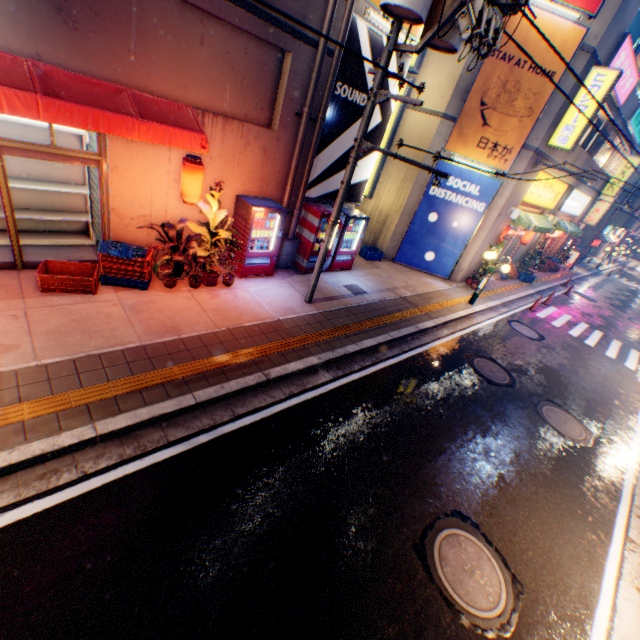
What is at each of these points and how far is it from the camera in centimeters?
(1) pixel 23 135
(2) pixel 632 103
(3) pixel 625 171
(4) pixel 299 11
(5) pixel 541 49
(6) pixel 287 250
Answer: (1) metal shelf, 679cm
(2) building, 1585cm
(3) sign, 2119cm
(4) building, 700cm
(5) billboard, 1042cm
(6) ventilation tube, 1020cm

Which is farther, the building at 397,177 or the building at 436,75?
the building at 397,177

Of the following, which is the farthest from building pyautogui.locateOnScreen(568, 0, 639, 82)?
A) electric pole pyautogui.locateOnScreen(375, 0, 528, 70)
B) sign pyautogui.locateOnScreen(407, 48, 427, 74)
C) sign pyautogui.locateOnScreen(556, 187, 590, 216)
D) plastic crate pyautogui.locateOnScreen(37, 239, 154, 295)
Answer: plastic crate pyautogui.locateOnScreen(37, 239, 154, 295)

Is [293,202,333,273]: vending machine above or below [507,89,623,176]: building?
below

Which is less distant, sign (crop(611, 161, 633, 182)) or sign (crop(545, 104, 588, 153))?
sign (crop(545, 104, 588, 153))

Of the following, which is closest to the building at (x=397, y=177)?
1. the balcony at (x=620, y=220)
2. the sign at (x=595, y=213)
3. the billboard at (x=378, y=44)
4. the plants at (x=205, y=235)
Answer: the billboard at (x=378, y=44)

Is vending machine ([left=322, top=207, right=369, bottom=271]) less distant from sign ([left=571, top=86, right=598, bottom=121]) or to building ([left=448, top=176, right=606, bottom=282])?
building ([left=448, top=176, right=606, bottom=282])

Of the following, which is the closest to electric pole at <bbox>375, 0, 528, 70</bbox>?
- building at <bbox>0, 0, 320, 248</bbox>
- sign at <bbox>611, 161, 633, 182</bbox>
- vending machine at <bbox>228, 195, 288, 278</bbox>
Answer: vending machine at <bbox>228, 195, 288, 278</bbox>
